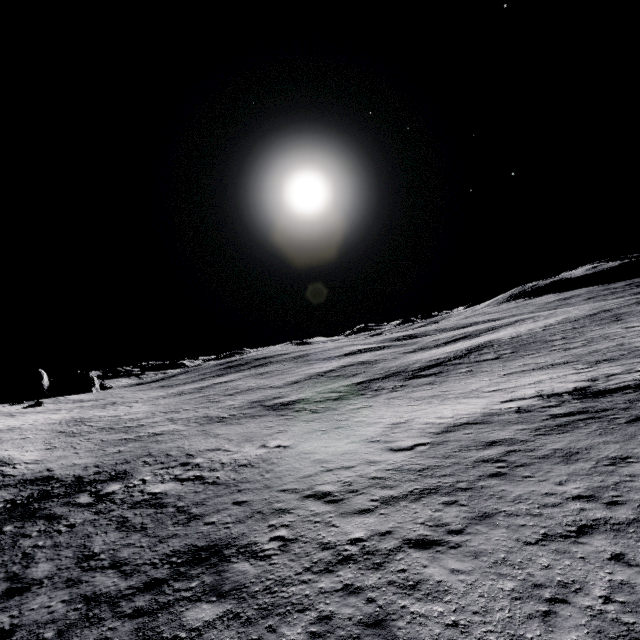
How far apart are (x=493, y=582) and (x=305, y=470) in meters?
9.4 m
